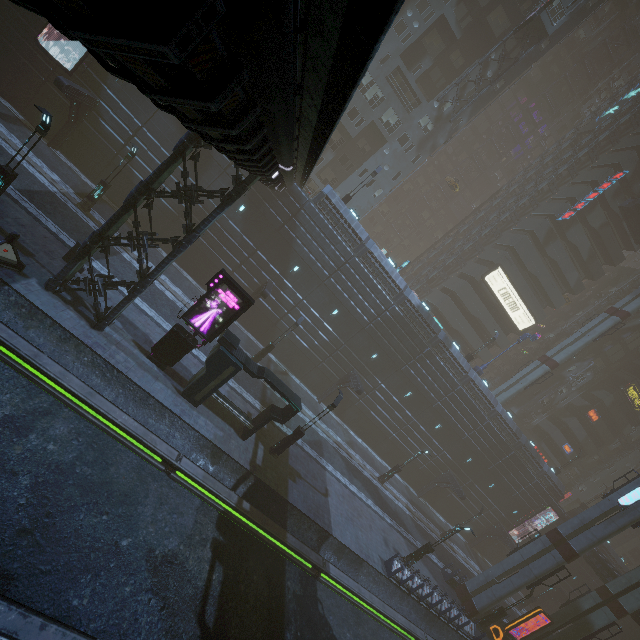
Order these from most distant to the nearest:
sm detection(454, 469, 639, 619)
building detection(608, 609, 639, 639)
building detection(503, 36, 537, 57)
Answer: building detection(503, 36, 537, 57)
building detection(608, 609, 639, 639)
sm detection(454, 469, 639, 619)

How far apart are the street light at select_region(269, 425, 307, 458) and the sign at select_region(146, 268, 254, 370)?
7.35m

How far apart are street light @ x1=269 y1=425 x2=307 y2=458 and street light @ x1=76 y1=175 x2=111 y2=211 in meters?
19.2 m

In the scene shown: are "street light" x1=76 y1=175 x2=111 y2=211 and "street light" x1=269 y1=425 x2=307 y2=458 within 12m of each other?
no

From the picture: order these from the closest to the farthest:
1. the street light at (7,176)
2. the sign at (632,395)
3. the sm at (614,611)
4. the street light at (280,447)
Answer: the street light at (7,176) < the street light at (280,447) < the sm at (614,611) < the sign at (632,395)

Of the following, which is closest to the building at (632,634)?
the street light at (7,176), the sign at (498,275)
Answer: the sign at (498,275)

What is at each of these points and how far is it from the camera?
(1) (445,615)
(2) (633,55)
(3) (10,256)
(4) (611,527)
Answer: (1) building, 22.95m
(2) building, 59.03m
(3) barrier, 13.34m
(4) sm, 23.95m

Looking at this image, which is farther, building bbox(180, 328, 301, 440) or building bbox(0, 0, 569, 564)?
building bbox(180, 328, 301, 440)
